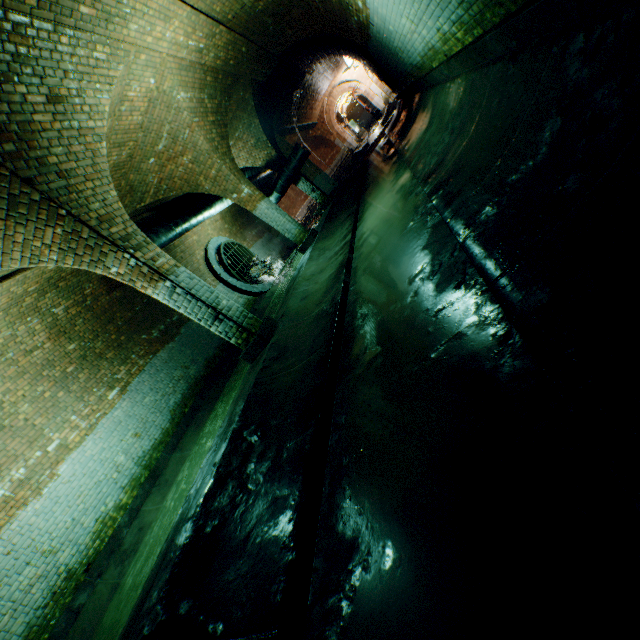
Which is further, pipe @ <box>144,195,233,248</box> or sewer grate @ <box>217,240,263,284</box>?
sewer grate @ <box>217,240,263,284</box>

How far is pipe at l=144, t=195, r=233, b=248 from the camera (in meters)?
9.08

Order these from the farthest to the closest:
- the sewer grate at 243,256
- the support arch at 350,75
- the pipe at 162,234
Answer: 1. the support arch at 350,75
2. the sewer grate at 243,256
3. the pipe at 162,234

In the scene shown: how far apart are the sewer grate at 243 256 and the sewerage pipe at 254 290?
0.01m

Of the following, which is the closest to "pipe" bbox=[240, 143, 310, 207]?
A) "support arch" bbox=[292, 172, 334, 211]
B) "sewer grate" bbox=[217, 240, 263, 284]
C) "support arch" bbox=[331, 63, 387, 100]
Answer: "support arch" bbox=[292, 172, 334, 211]

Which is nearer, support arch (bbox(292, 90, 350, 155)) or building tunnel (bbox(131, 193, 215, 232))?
building tunnel (bbox(131, 193, 215, 232))

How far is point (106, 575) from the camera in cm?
576

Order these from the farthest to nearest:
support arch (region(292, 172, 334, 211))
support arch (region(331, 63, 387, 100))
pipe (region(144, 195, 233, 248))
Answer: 1. support arch (region(331, 63, 387, 100))
2. support arch (region(292, 172, 334, 211))
3. pipe (region(144, 195, 233, 248))
